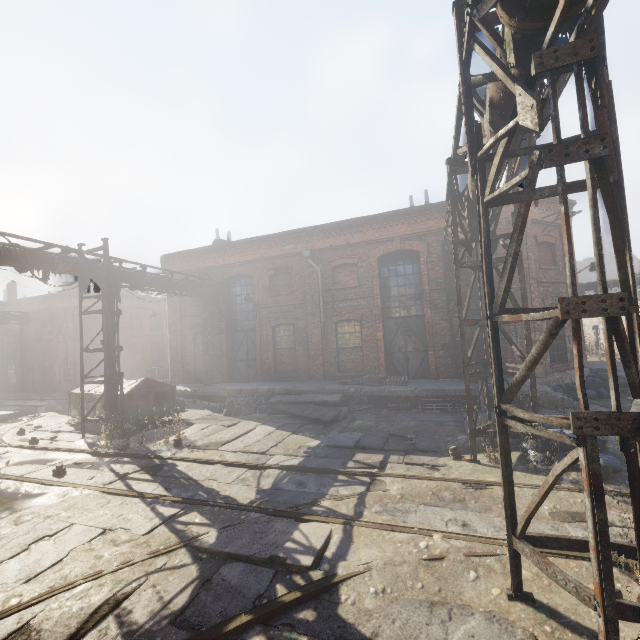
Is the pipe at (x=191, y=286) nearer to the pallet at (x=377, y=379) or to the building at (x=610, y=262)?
the pallet at (x=377, y=379)

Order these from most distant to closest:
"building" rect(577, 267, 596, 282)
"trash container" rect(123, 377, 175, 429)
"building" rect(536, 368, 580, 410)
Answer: "building" rect(577, 267, 596, 282) < "trash container" rect(123, 377, 175, 429) < "building" rect(536, 368, 580, 410)

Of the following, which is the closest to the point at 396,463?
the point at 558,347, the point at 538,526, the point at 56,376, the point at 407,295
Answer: the point at 538,526

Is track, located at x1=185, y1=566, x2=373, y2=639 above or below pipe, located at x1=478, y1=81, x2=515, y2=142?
below

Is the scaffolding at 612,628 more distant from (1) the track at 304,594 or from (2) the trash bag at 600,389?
(2) the trash bag at 600,389

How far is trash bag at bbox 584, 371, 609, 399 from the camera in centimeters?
1246cm

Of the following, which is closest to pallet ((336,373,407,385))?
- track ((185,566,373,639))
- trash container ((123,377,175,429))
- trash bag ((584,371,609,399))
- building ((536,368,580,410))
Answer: building ((536,368,580,410))

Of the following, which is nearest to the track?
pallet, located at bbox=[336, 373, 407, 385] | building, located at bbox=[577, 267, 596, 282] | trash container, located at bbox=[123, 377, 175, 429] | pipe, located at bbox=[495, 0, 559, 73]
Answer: pipe, located at bbox=[495, 0, 559, 73]
